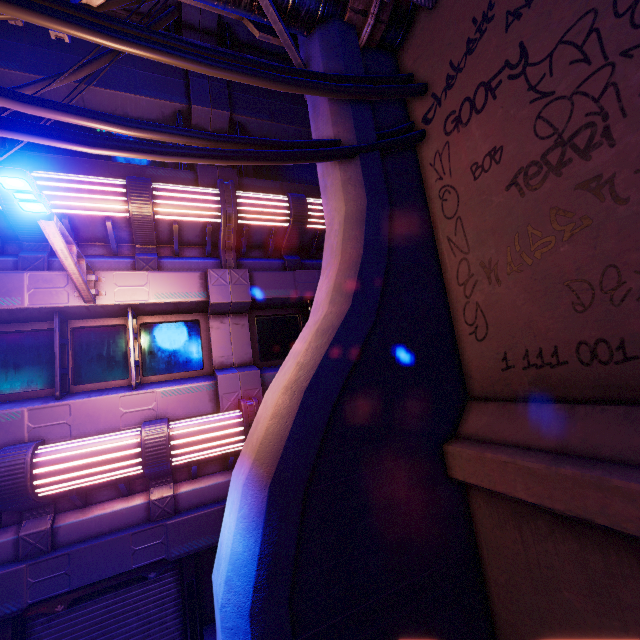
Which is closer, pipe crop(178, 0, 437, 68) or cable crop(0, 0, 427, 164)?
cable crop(0, 0, 427, 164)

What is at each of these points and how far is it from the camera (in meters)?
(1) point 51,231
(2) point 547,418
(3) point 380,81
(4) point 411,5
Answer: (1) street light, 4.17
(2) wall arch, 3.85
(3) cable, 5.32
(4) pipe, 5.45

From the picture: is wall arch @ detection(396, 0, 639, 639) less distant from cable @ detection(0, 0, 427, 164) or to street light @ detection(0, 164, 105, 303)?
cable @ detection(0, 0, 427, 164)

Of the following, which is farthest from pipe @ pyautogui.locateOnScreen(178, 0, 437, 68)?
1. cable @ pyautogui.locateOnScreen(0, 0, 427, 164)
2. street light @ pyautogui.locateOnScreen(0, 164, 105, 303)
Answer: street light @ pyautogui.locateOnScreen(0, 164, 105, 303)

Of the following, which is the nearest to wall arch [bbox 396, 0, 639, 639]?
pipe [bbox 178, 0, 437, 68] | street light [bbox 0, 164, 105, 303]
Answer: pipe [bbox 178, 0, 437, 68]

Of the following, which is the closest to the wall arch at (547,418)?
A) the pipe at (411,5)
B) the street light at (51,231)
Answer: the pipe at (411,5)

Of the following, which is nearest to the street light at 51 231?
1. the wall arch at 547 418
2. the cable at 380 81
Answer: the cable at 380 81

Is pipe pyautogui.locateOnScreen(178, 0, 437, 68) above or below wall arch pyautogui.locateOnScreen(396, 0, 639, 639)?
above
